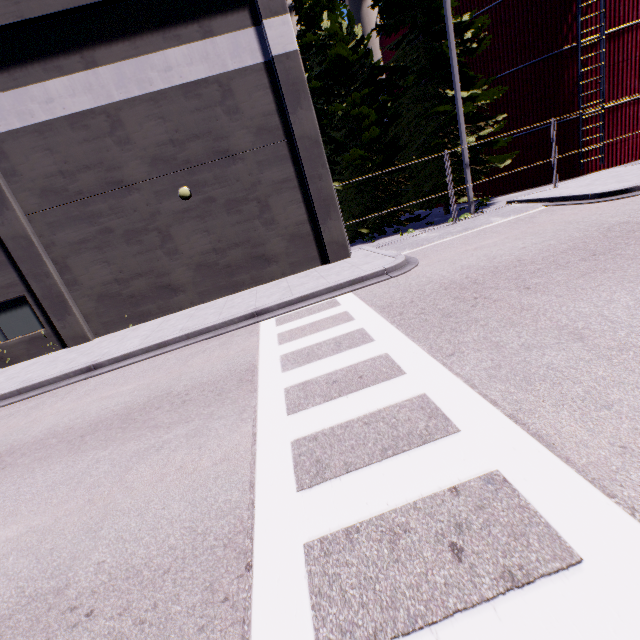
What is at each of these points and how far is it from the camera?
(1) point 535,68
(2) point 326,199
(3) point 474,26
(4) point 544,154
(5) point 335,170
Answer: (1) silo, 16.2m
(2) building, 12.7m
(3) tree, 14.9m
(4) silo, 17.5m
(5) tree, 19.1m

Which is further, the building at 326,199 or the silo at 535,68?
the silo at 535,68

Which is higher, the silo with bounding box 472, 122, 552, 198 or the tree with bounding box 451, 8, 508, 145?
the tree with bounding box 451, 8, 508, 145

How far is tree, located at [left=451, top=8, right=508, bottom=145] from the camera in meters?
14.4 m

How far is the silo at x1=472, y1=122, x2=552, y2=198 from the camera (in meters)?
17.31

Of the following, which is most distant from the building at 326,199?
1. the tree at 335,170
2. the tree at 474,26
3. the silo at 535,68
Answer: the tree at 474,26

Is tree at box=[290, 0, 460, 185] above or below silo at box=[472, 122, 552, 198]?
above

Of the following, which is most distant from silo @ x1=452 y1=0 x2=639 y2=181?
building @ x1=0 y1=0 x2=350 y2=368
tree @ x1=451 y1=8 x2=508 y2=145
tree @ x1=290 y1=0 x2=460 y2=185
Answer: tree @ x1=290 y1=0 x2=460 y2=185
